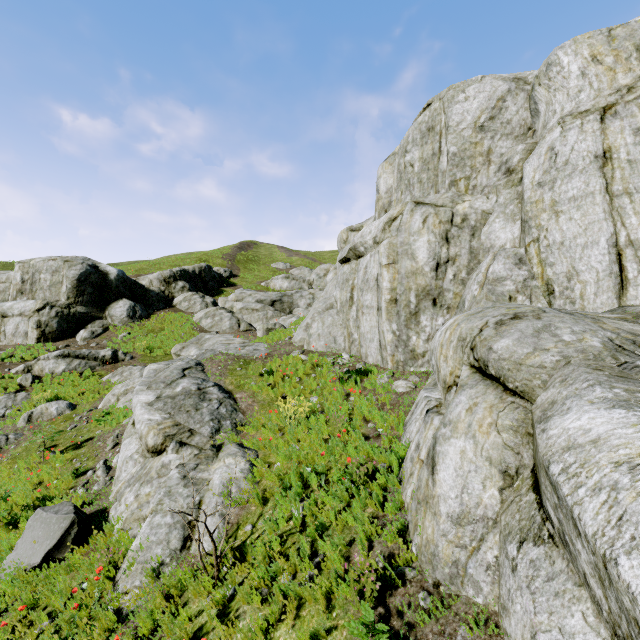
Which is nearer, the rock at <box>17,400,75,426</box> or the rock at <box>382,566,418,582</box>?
the rock at <box>382,566,418,582</box>

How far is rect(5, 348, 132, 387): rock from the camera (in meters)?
18.09

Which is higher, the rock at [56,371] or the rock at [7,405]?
the rock at [56,371]

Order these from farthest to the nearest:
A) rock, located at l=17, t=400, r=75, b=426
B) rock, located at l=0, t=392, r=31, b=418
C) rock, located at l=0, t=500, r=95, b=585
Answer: rock, located at l=0, t=392, r=31, b=418, rock, located at l=17, t=400, r=75, b=426, rock, located at l=0, t=500, r=95, b=585

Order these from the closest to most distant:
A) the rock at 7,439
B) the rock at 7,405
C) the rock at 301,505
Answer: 1. the rock at 301,505
2. the rock at 7,439
3. the rock at 7,405

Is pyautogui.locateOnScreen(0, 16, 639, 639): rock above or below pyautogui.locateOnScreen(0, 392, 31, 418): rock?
above

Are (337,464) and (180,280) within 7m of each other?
no
